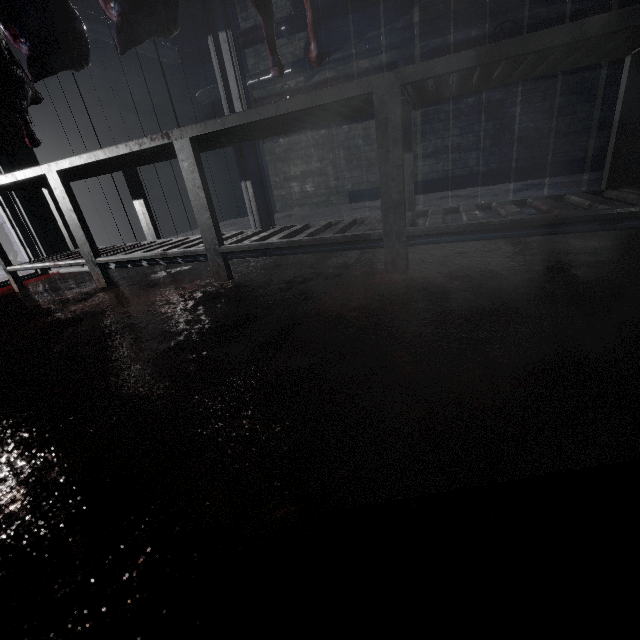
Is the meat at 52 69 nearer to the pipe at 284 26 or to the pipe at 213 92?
the pipe at 284 26

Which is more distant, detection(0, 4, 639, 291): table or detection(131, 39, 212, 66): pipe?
detection(131, 39, 212, 66): pipe

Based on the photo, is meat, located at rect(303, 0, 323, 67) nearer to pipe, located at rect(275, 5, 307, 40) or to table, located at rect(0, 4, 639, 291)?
table, located at rect(0, 4, 639, 291)

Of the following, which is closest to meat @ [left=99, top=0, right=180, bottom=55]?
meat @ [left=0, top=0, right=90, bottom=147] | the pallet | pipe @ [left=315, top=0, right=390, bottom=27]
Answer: meat @ [left=0, top=0, right=90, bottom=147]

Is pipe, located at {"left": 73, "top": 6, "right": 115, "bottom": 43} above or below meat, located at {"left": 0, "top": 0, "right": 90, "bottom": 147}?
above

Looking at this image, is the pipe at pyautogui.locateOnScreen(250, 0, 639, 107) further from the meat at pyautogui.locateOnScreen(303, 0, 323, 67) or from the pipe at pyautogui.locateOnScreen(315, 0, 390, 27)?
the meat at pyautogui.locateOnScreen(303, 0, 323, 67)

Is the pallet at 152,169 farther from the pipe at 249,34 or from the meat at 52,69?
the meat at 52,69

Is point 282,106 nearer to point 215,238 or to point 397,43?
point 215,238
